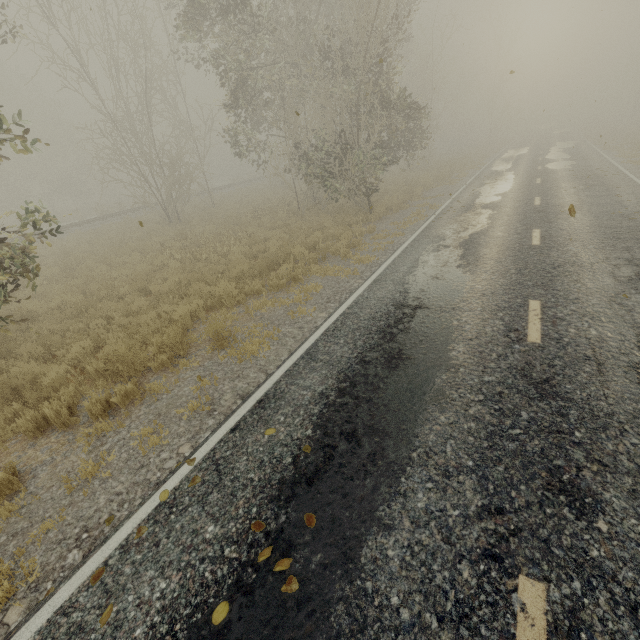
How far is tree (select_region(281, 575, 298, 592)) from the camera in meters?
2.6

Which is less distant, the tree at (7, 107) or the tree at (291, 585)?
the tree at (291, 585)

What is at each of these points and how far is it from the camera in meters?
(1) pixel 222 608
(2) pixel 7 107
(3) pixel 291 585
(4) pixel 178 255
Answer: (1) tree, 2.6 m
(2) tree, 37.0 m
(3) tree, 2.7 m
(4) tree, 12.9 m

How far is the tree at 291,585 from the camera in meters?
2.6 m

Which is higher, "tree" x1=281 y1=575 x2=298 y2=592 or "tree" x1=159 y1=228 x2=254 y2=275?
"tree" x1=159 y1=228 x2=254 y2=275
